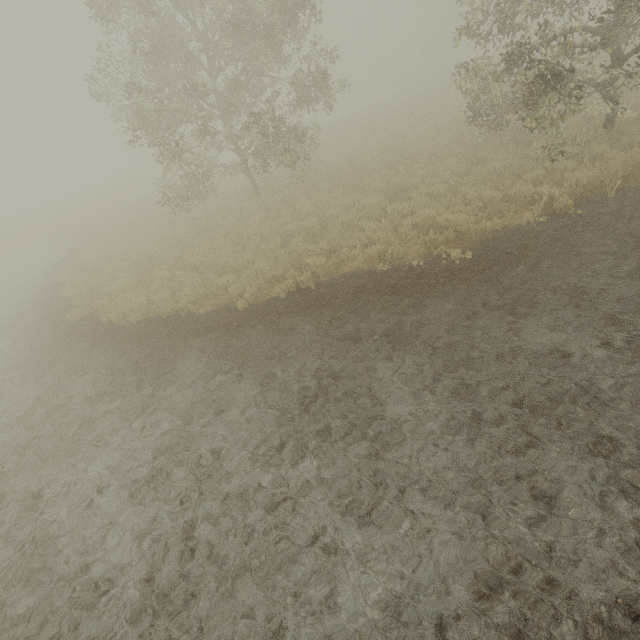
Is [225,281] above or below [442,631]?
above
